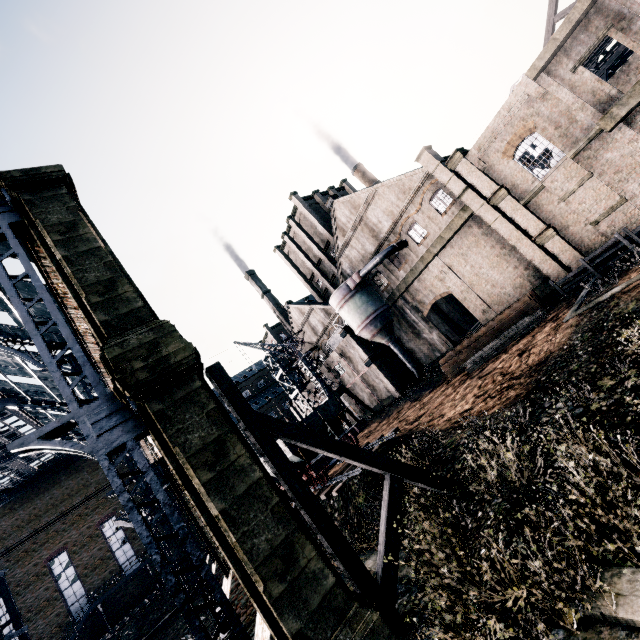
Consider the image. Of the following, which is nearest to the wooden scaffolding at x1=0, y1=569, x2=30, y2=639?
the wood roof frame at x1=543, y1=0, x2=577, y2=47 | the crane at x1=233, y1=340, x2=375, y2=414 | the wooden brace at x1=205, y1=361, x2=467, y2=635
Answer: the wooden brace at x1=205, y1=361, x2=467, y2=635

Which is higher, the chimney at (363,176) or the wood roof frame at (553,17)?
the chimney at (363,176)

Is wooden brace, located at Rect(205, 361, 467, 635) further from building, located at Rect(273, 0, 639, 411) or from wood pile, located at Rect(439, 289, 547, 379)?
wood pile, located at Rect(439, 289, 547, 379)

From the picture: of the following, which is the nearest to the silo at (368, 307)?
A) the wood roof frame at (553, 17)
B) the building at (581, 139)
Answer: the building at (581, 139)

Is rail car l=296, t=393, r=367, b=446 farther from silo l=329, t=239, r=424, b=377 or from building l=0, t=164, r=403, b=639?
silo l=329, t=239, r=424, b=377

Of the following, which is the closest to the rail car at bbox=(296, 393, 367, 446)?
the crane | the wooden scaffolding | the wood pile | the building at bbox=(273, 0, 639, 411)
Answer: the building at bbox=(273, 0, 639, 411)

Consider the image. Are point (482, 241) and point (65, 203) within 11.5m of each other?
no

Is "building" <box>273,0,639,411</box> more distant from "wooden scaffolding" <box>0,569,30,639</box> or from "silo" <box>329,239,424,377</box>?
"wooden scaffolding" <box>0,569,30,639</box>
